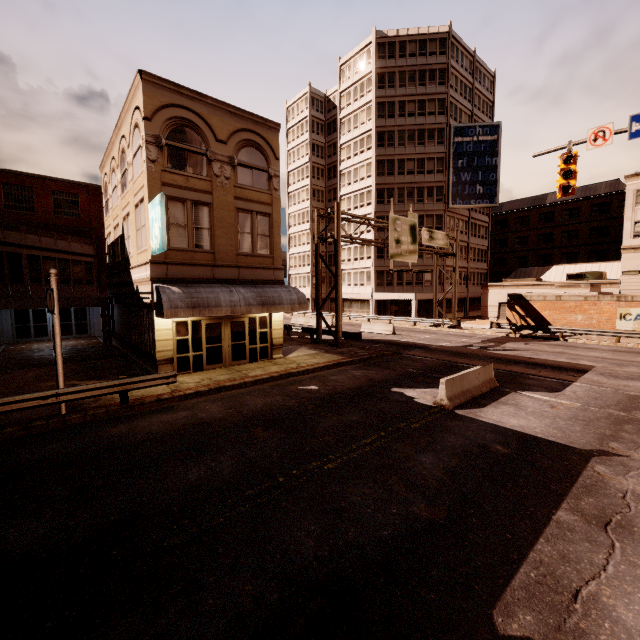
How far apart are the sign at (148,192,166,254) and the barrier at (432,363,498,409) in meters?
11.7 m

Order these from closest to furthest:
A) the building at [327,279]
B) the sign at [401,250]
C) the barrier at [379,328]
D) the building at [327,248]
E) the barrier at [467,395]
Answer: the barrier at [467,395]
the sign at [401,250]
the barrier at [379,328]
the building at [327,248]
the building at [327,279]

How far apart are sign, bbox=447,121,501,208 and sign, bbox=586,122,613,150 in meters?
33.5 m

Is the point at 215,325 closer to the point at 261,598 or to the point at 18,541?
the point at 18,541

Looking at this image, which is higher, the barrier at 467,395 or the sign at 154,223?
the sign at 154,223

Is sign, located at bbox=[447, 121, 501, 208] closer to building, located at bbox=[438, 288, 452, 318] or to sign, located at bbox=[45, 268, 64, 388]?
building, located at bbox=[438, 288, 452, 318]

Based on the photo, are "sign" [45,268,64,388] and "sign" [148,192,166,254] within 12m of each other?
yes

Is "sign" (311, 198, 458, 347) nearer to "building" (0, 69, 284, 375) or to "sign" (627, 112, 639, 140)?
"building" (0, 69, 284, 375)
